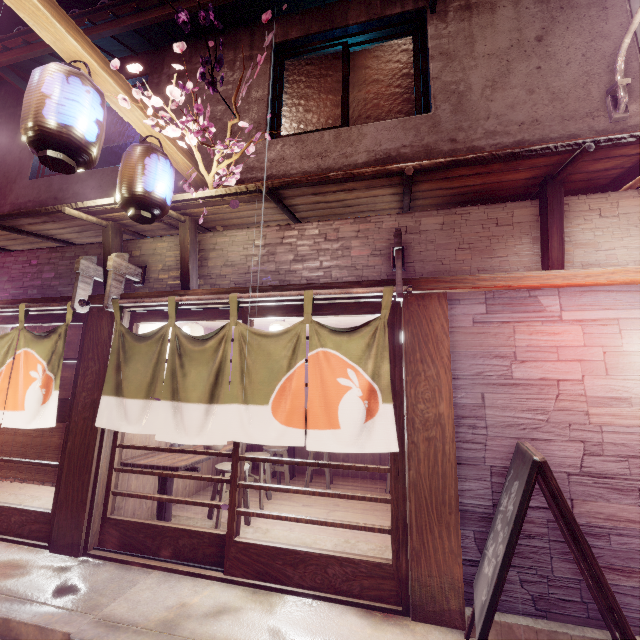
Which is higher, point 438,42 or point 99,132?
point 438,42

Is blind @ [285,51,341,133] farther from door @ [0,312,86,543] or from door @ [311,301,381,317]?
door @ [0,312,86,543]

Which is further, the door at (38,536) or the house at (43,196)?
the house at (43,196)

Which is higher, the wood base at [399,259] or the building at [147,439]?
the wood base at [399,259]

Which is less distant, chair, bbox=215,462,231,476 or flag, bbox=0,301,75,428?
flag, bbox=0,301,75,428

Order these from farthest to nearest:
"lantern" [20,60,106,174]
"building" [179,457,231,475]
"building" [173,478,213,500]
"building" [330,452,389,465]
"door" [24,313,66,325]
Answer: "building" [330,452,389,465] < "building" [179,457,231,475] < "building" [173,478,213,500] < "door" [24,313,66,325] < "lantern" [20,60,106,174]

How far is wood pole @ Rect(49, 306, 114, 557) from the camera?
6.5m

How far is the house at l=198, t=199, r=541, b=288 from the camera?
6.09m
